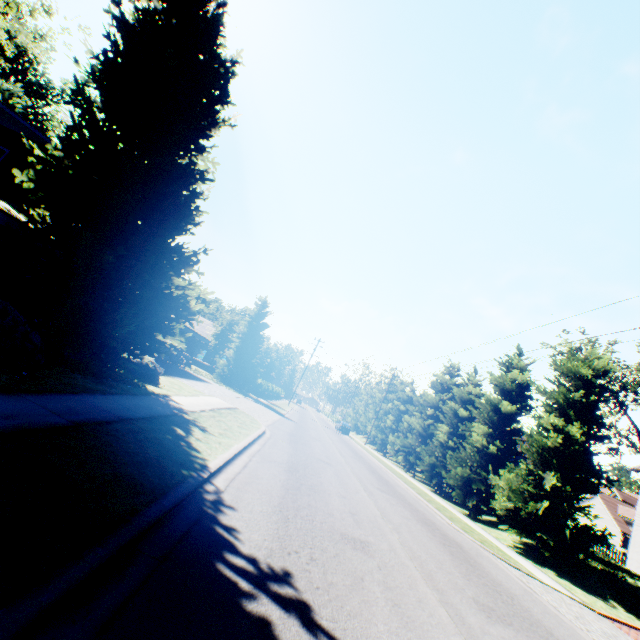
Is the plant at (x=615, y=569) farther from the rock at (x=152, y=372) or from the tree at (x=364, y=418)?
the tree at (x=364, y=418)

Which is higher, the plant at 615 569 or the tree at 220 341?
the tree at 220 341

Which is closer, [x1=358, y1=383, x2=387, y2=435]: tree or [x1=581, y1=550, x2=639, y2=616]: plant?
[x1=581, y1=550, x2=639, y2=616]: plant

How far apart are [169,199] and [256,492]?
8.79m

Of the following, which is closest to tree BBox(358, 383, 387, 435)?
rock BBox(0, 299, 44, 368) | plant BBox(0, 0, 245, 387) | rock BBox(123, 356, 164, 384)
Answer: plant BBox(0, 0, 245, 387)

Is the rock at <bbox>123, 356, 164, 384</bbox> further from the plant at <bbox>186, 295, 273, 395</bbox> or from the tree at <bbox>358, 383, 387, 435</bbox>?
the tree at <bbox>358, 383, 387, 435</bbox>

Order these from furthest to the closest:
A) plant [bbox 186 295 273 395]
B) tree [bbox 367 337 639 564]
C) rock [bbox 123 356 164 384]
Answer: plant [bbox 186 295 273 395], tree [bbox 367 337 639 564], rock [bbox 123 356 164 384]
